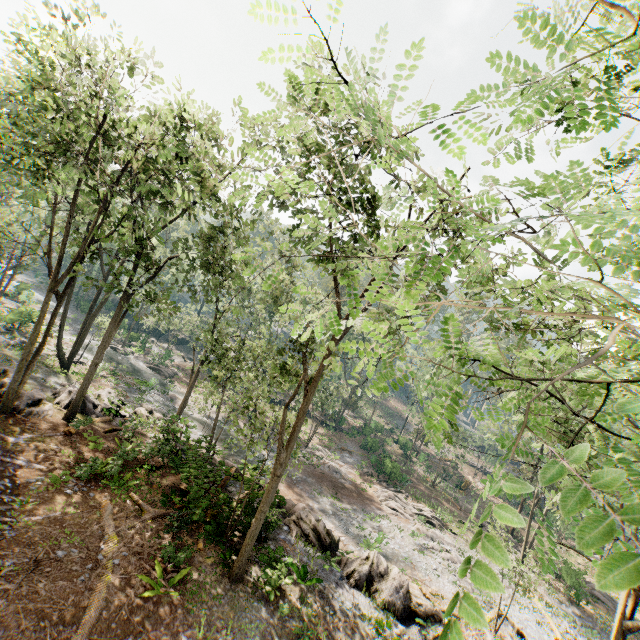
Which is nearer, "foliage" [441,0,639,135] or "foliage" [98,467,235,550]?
"foliage" [441,0,639,135]

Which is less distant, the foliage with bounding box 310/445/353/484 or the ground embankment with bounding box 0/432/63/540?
the ground embankment with bounding box 0/432/63/540

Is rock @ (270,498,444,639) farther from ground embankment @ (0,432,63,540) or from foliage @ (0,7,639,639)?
ground embankment @ (0,432,63,540)

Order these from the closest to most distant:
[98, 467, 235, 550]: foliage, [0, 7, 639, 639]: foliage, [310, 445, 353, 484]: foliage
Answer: [0, 7, 639, 639]: foliage, [98, 467, 235, 550]: foliage, [310, 445, 353, 484]: foliage

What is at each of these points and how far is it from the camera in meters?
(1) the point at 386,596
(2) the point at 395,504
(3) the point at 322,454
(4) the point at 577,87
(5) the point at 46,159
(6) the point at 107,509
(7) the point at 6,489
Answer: (1) rock, 15.3 m
(2) foliage, 31.5 m
(3) foliage, 38.4 m
(4) foliage, 2.4 m
(5) foliage, 14.6 m
(6) foliage, 12.8 m
(7) ground embankment, 12.0 m

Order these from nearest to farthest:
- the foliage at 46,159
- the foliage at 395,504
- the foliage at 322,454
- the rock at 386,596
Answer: the foliage at 46,159 → the rock at 386,596 → the foliage at 395,504 → the foliage at 322,454

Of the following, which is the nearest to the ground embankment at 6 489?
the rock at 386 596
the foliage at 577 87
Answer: the foliage at 577 87
